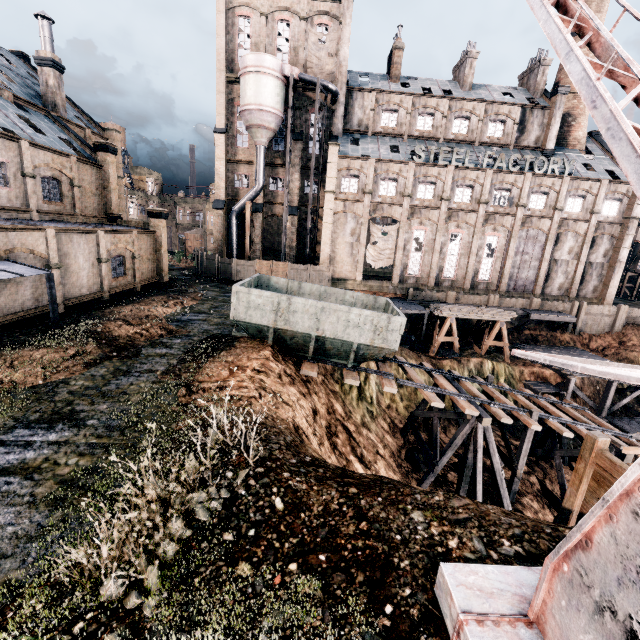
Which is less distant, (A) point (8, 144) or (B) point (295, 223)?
(A) point (8, 144)

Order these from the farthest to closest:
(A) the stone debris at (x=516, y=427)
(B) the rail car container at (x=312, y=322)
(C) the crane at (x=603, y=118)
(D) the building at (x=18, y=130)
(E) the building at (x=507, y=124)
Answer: (E) the building at (x=507, y=124) → (A) the stone debris at (x=516, y=427) → (D) the building at (x=18, y=130) → (B) the rail car container at (x=312, y=322) → (C) the crane at (x=603, y=118)

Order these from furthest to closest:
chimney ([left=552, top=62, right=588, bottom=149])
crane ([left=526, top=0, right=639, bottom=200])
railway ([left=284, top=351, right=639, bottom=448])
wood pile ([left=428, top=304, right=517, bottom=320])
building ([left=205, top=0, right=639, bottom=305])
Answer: chimney ([left=552, top=62, right=588, bottom=149]), building ([left=205, top=0, right=639, bottom=305]), wood pile ([left=428, top=304, right=517, bottom=320]), railway ([left=284, top=351, right=639, bottom=448]), crane ([left=526, top=0, right=639, bottom=200])

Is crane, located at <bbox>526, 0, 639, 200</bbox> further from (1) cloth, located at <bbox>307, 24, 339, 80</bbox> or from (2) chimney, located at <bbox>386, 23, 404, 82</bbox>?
(2) chimney, located at <bbox>386, 23, 404, 82</bbox>

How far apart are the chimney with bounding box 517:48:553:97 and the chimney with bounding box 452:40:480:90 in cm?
759

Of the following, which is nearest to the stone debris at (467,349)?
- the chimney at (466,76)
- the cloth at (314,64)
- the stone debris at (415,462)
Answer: the stone debris at (415,462)

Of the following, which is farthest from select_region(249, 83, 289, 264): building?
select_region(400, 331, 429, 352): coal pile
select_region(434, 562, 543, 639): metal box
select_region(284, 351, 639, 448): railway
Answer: select_region(434, 562, 543, 639): metal box

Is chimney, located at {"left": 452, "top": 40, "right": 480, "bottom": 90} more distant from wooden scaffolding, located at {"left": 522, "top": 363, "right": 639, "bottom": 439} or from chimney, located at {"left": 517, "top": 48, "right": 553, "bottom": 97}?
wooden scaffolding, located at {"left": 522, "top": 363, "right": 639, "bottom": 439}
